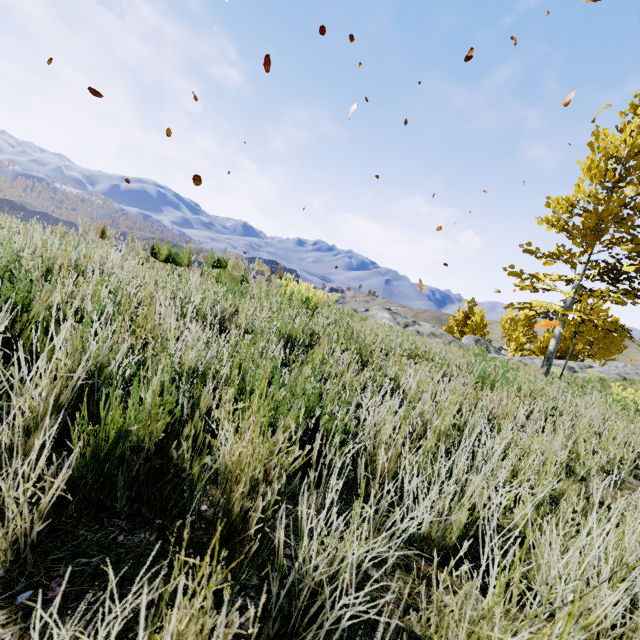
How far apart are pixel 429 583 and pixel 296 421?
0.81m

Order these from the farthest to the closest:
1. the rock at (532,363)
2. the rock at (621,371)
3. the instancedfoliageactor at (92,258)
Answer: the rock at (621,371) < the rock at (532,363) < the instancedfoliageactor at (92,258)

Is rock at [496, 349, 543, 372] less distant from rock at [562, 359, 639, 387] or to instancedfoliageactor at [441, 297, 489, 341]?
instancedfoliageactor at [441, 297, 489, 341]

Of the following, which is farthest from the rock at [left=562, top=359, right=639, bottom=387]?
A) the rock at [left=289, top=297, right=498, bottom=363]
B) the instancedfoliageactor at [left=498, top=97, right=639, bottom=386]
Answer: the rock at [left=289, top=297, right=498, bottom=363]

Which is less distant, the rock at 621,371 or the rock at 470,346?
the rock at 470,346

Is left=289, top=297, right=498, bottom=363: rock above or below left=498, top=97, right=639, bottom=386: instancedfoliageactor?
below
